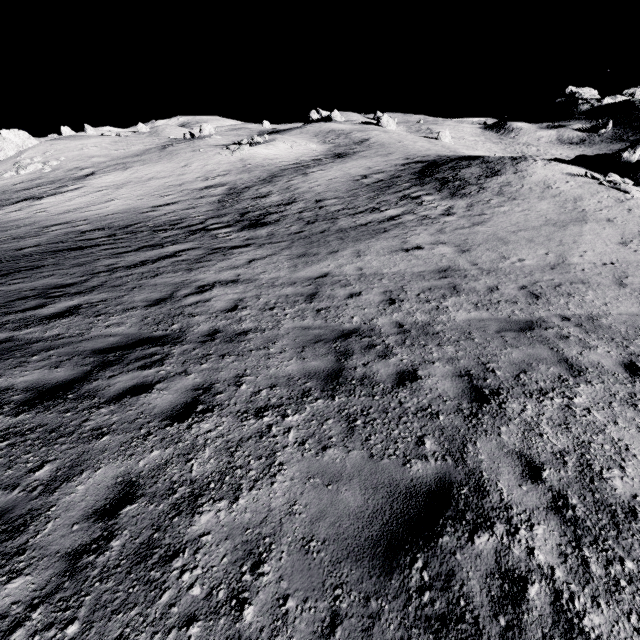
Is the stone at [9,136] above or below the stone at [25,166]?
above

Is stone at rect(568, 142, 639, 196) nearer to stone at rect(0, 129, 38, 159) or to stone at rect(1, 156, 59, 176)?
stone at rect(1, 156, 59, 176)

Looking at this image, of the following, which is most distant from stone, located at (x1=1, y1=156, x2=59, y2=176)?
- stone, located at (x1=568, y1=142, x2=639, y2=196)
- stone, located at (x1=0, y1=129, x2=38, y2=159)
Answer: stone, located at (x1=568, y1=142, x2=639, y2=196)

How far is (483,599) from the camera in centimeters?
229cm

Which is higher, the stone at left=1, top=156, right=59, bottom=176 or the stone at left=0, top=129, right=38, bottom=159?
the stone at left=0, top=129, right=38, bottom=159

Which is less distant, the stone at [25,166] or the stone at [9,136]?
the stone at [25,166]
